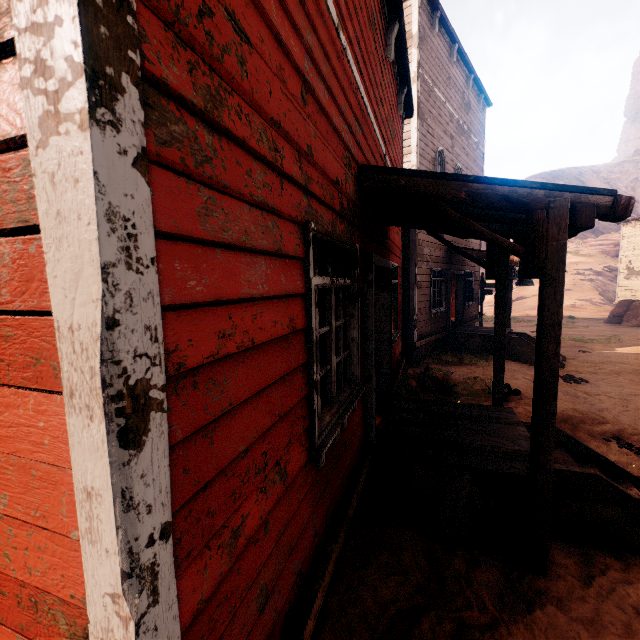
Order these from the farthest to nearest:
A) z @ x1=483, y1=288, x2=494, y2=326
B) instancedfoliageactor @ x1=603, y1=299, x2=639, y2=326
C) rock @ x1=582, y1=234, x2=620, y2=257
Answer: rock @ x1=582, y1=234, x2=620, y2=257 → z @ x1=483, y1=288, x2=494, y2=326 → instancedfoliageactor @ x1=603, y1=299, x2=639, y2=326

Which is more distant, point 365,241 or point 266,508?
point 365,241

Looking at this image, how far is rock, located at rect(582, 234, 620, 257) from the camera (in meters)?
42.86

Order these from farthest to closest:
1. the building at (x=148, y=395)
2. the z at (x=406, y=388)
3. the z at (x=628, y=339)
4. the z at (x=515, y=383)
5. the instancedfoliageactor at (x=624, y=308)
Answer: the instancedfoliageactor at (x=624, y=308) → the z at (x=406, y=388) → the z at (x=515, y=383) → the z at (x=628, y=339) → the building at (x=148, y=395)

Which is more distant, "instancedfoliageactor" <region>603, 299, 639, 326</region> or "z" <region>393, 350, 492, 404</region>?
"instancedfoliageactor" <region>603, 299, 639, 326</region>

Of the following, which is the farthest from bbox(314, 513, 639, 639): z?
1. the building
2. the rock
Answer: the rock

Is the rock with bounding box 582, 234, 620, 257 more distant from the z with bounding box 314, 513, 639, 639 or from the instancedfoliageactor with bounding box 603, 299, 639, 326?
the instancedfoliageactor with bounding box 603, 299, 639, 326

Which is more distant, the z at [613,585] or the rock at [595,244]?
the rock at [595,244]
